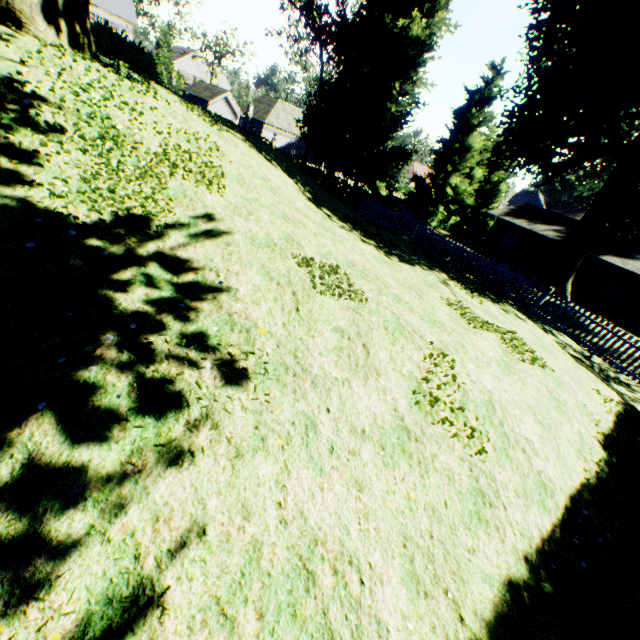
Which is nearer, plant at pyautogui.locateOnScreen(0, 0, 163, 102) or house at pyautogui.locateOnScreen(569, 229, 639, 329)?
plant at pyautogui.locateOnScreen(0, 0, 163, 102)

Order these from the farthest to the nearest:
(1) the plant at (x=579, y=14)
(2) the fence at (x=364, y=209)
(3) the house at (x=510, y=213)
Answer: (3) the house at (x=510, y=213) < (1) the plant at (x=579, y=14) < (2) the fence at (x=364, y=209)

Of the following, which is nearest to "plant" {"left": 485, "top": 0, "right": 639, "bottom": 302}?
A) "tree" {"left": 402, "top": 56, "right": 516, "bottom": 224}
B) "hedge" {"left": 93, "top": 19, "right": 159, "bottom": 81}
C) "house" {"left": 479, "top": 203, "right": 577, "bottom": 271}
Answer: "tree" {"left": 402, "top": 56, "right": 516, "bottom": 224}

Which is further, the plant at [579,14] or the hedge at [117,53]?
the plant at [579,14]

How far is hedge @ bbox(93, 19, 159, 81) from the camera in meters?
12.6 m

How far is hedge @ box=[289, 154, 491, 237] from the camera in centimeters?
2663cm

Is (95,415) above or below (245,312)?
below

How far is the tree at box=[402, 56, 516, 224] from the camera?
32.41m
